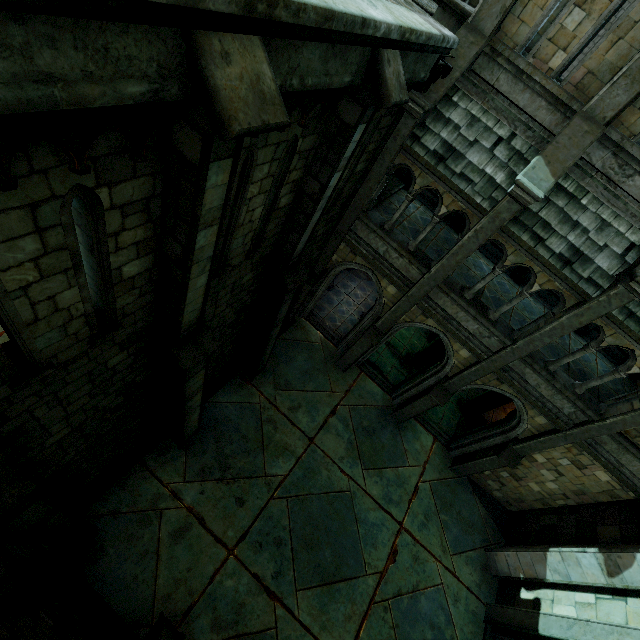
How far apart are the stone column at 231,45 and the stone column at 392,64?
2.28m

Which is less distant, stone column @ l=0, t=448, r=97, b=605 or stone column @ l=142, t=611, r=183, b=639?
stone column @ l=0, t=448, r=97, b=605

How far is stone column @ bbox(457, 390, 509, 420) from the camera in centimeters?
1430cm

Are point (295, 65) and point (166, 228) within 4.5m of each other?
yes

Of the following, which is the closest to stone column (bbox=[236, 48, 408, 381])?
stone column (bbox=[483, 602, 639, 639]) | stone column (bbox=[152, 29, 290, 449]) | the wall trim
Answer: stone column (bbox=[152, 29, 290, 449])

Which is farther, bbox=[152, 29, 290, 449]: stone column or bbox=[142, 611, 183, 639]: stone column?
bbox=[142, 611, 183, 639]: stone column

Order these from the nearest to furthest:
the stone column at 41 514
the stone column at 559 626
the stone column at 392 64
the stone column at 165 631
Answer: the stone column at 41 514 < the stone column at 392 64 < the stone column at 165 631 < the stone column at 559 626

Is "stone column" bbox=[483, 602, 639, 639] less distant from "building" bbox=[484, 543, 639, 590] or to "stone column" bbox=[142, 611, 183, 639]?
"building" bbox=[484, 543, 639, 590]
